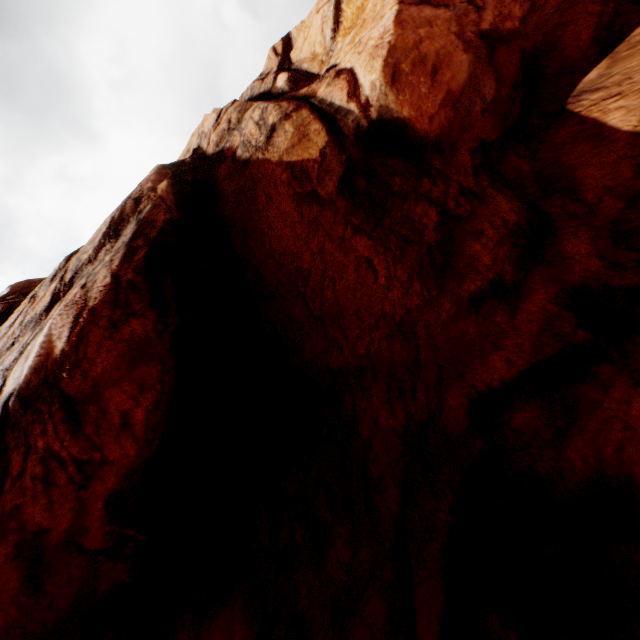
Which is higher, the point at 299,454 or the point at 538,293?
the point at 299,454
